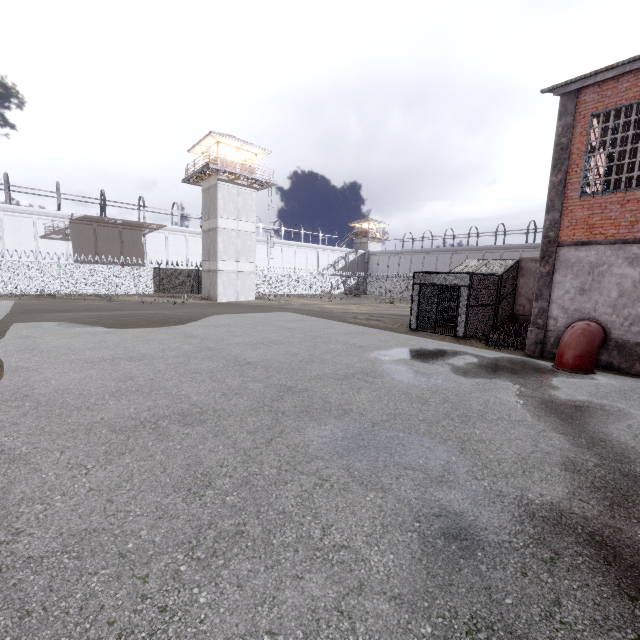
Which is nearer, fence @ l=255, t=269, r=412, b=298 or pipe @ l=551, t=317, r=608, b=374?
pipe @ l=551, t=317, r=608, b=374

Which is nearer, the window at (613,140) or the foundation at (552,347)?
the window at (613,140)

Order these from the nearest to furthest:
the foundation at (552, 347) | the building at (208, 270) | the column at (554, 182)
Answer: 1. the column at (554, 182)
2. the foundation at (552, 347)
3. the building at (208, 270)

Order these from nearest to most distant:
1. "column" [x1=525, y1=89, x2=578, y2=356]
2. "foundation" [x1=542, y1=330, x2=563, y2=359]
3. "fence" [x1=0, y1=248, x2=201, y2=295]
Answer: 1. "column" [x1=525, y1=89, x2=578, y2=356]
2. "foundation" [x1=542, y1=330, x2=563, y2=359]
3. "fence" [x1=0, y1=248, x2=201, y2=295]

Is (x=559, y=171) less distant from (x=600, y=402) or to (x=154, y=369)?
(x=600, y=402)

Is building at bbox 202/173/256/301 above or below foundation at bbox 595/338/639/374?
above

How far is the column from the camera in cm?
1063

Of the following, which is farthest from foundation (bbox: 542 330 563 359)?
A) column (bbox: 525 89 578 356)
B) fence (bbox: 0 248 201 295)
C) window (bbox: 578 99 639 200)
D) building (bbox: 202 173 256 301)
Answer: building (bbox: 202 173 256 301)
